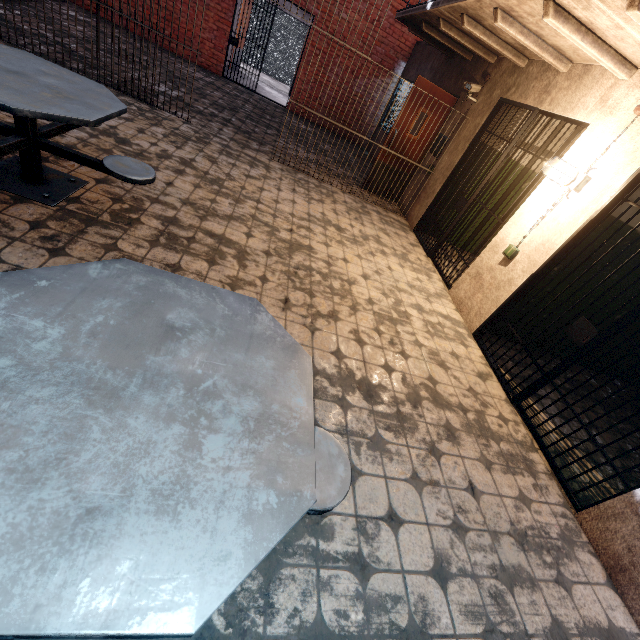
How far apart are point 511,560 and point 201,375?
2.3 meters

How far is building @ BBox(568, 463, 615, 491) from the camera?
2.8m

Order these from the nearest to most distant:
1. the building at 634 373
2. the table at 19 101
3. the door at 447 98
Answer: the table at 19 101
the building at 634 373
the door at 447 98

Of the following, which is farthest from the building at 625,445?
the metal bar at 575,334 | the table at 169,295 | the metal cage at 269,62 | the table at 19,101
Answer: the metal cage at 269,62

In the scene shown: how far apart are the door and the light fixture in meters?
3.7

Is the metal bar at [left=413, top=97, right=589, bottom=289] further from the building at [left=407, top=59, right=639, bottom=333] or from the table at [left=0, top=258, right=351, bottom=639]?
the table at [left=0, top=258, right=351, bottom=639]

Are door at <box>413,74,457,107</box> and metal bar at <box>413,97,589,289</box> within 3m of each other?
yes

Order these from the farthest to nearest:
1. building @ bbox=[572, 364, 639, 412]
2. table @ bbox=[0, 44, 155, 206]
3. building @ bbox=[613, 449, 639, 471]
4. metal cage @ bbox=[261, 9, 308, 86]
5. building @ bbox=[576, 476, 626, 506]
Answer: metal cage @ bbox=[261, 9, 308, 86], building @ bbox=[572, 364, 639, 412], building @ bbox=[613, 449, 639, 471], building @ bbox=[576, 476, 626, 506], table @ bbox=[0, 44, 155, 206]
